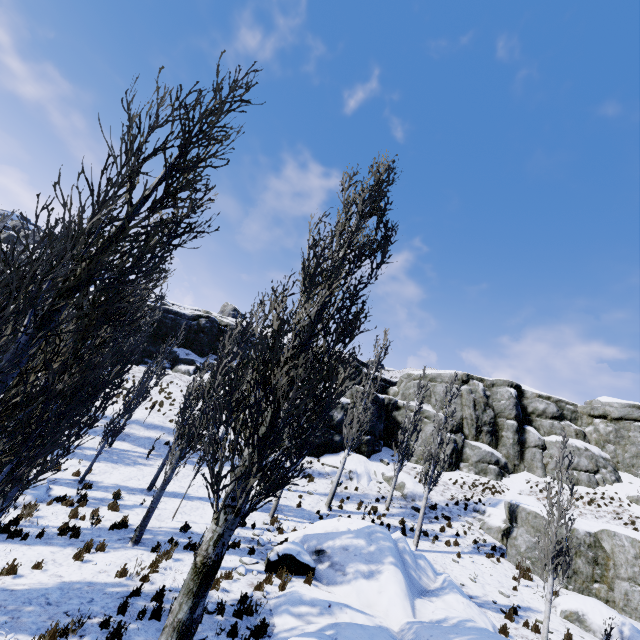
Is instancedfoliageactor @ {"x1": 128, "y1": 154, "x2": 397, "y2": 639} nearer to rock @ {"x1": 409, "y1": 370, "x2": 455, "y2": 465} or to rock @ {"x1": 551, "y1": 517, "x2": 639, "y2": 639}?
rock @ {"x1": 409, "y1": 370, "x2": 455, "y2": 465}

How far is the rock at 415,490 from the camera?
23.3 meters

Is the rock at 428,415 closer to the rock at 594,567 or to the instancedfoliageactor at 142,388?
the instancedfoliageactor at 142,388

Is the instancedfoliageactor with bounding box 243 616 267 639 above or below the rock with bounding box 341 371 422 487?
below

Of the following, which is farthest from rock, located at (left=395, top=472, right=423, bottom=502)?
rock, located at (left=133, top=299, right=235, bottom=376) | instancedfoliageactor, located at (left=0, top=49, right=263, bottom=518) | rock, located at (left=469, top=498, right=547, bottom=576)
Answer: instancedfoliageactor, located at (left=0, top=49, right=263, bottom=518)

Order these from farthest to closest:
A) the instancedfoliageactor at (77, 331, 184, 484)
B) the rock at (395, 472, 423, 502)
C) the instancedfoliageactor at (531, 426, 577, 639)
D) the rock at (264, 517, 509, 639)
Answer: the rock at (395, 472, 423, 502)
the instancedfoliageactor at (77, 331, 184, 484)
the instancedfoliageactor at (531, 426, 577, 639)
the rock at (264, 517, 509, 639)

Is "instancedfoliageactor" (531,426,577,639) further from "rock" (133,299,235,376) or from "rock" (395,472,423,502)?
"rock" (395,472,423,502)

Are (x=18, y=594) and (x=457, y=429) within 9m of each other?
no
